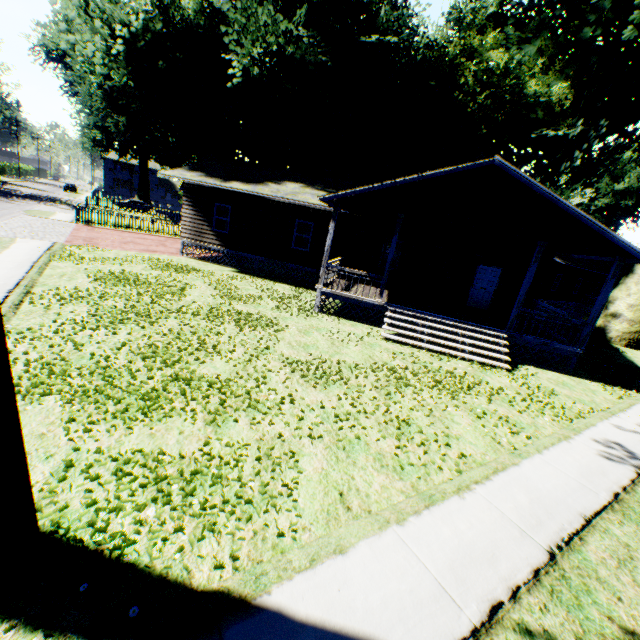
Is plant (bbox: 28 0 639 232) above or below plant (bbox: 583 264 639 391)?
above

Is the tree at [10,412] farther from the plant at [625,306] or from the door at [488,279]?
the door at [488,279]

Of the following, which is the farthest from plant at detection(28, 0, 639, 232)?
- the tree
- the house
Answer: the tree

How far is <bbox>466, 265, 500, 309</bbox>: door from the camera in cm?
1639

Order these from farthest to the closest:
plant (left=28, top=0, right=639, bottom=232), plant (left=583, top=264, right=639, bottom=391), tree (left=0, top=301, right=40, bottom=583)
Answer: plant (left=28, top=0, right=639, bottom=232) → plant (left=583, top=264, right=639, bottom=391) → tree (left=0, top=301, right=40, bottom=583)

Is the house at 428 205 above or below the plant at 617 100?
below

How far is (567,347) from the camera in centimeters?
1173cm

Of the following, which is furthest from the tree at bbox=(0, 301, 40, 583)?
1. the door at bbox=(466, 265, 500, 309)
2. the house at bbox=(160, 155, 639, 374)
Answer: the door at bbox=(466, 265, 500, 309)
